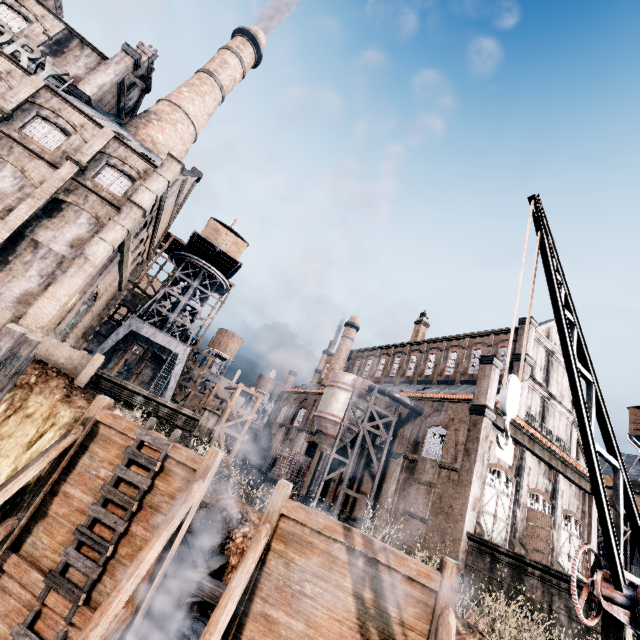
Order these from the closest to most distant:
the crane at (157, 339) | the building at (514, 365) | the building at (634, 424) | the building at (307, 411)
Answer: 1. the building at (514, 365)
2. the building at (634, 424)
3. the crane at (157, 339)
4. the building at (307, 411)

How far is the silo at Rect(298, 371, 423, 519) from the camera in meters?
27.8 m

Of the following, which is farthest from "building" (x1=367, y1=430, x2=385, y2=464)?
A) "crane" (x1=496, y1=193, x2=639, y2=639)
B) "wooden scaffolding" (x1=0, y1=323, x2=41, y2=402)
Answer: "wooden scaffolding" (x1=0, y1=323, x2=41, y2=402)

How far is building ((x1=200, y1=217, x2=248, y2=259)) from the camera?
38.35m

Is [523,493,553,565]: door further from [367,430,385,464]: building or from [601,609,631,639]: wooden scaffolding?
→ [601,609,631,639]: wooden scaffolding

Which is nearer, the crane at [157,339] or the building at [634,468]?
the crane at [157,339]

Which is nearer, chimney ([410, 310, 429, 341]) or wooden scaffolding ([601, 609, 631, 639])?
wooden scaffolding ([601, 609, 631, 639])

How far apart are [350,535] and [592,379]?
6.7 meters
